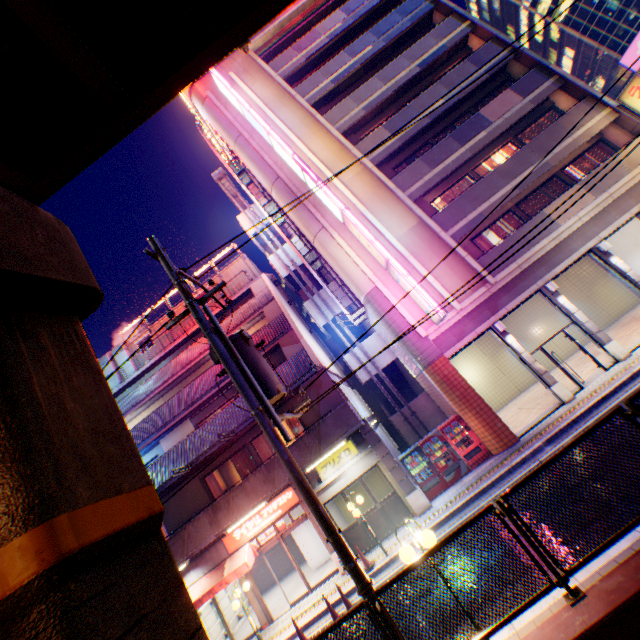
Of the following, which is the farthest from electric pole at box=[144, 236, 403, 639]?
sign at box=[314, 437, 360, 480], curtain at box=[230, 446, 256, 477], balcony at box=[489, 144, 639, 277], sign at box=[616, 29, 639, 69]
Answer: sign at box=[616, 29, 639, 69]

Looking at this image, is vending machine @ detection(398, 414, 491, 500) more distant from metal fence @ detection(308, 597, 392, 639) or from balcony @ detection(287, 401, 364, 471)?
metal fence @ detection(308, 597, 392, 639)

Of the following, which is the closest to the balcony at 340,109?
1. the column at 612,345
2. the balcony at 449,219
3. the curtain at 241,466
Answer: the balcony at 449,219

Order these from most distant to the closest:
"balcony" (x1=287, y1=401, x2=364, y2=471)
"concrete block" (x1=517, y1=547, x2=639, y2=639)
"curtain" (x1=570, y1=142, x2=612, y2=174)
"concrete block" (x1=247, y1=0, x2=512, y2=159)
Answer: "concrete block" (x1=247, y1=0, x2=512, y2=159) < "curtain" (x1=570, y1=142, x2=612, y2=174) < "balcony" (x1=287, y1=401, x2=364, y2=471) < "concrete block" (x1=517, y1=547, x2=639, y2=639)

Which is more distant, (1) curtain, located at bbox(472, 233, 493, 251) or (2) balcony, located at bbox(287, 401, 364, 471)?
(1) curtain, located at bbox(472, 233, 493, 251)

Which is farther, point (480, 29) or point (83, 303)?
point (480, 29)

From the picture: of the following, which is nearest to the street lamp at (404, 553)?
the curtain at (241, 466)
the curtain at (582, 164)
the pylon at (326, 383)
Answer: the pylon at (326, 383)

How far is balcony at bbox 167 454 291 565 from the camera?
13.9 meters
